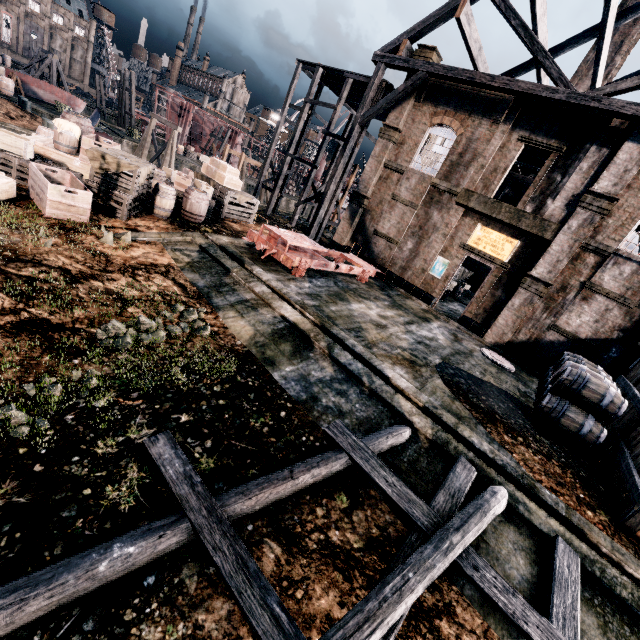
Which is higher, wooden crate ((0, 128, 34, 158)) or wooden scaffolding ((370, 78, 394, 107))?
wooden scaffolding ((370, 78, 394, 107))

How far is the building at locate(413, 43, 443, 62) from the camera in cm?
1909

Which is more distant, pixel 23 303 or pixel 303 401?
pixel 303 401

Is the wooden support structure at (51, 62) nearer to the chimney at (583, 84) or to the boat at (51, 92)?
the boat at (51, 92)

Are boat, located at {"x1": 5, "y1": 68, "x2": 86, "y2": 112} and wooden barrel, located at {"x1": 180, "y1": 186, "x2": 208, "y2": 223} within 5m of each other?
no

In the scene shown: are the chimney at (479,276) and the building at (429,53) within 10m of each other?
no

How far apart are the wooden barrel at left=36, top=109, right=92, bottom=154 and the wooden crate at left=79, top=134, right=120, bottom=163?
0.19m

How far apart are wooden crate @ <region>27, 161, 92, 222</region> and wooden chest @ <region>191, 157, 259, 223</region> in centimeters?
795cm
